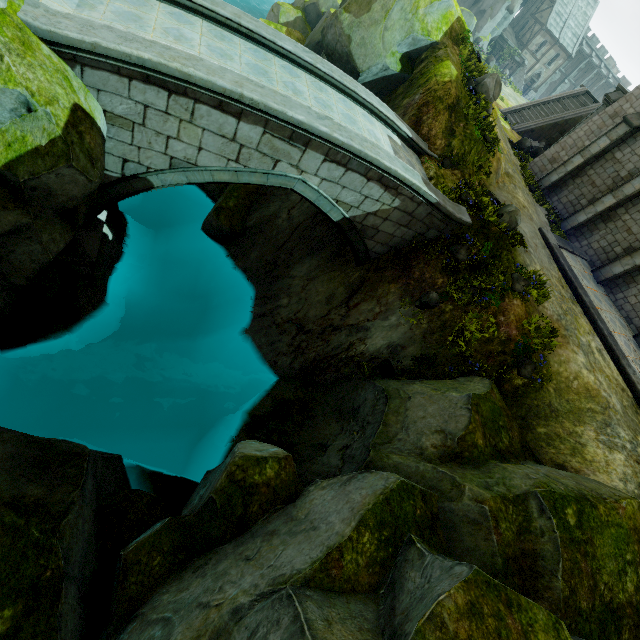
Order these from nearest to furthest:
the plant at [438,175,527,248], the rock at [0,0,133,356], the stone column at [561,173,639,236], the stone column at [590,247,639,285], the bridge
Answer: the rock at [0,0,133,356], the bridge, the plant at [438,175,527,248], the stone column at [590,247,639,285], the stone column at [561,173,639,236]

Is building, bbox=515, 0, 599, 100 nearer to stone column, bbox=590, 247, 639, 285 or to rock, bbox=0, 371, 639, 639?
stone column, bbox=590, 247, 639, 285

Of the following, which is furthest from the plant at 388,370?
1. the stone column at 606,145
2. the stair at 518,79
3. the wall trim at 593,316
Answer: the stair at 518,79

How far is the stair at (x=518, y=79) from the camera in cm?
5100

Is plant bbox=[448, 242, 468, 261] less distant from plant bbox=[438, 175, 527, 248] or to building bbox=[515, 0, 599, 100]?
plant bbox=[438, 175, 527, 248]

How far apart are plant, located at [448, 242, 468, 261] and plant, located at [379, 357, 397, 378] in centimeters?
407cm

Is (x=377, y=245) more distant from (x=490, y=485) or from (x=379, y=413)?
(x=490, y=485)

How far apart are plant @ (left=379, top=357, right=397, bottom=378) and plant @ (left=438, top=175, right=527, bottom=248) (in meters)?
5.71
